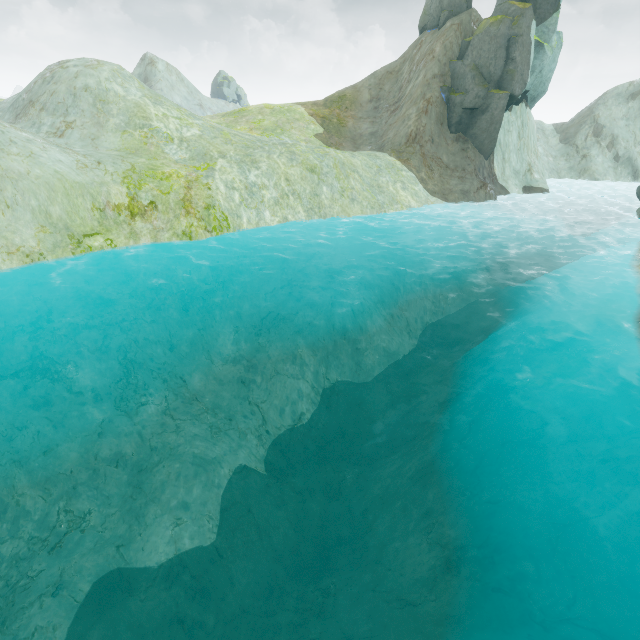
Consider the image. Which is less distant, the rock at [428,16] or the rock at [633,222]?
the rock at [633,222]

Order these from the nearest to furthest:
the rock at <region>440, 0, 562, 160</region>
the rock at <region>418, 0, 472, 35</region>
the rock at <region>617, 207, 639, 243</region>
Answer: the rock at <region>617, 207, 639, 243</region> < the rock at <region>440, 0, 562, 160</region> < the rock at <region>418, 0, 472, 35</region>

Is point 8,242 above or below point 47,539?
above

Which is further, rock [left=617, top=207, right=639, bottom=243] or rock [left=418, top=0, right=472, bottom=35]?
rock [left=418, top=0, right=472, bottom=35]

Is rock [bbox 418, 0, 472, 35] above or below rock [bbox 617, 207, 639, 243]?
above
